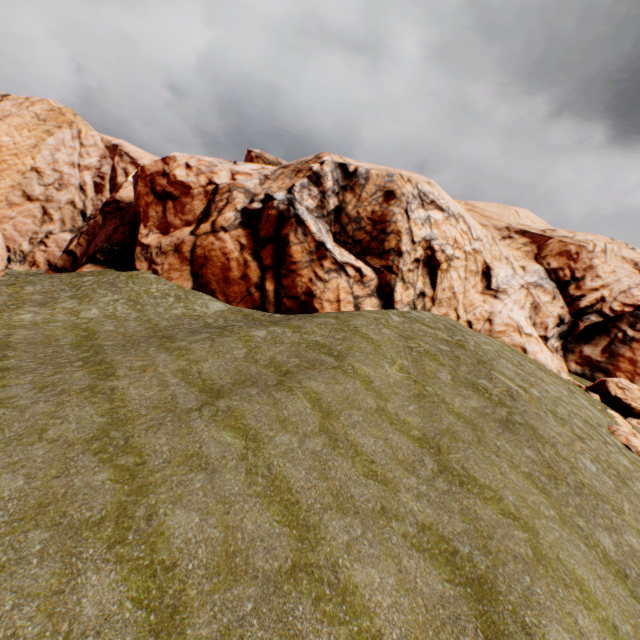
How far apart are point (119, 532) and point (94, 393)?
6.1m
